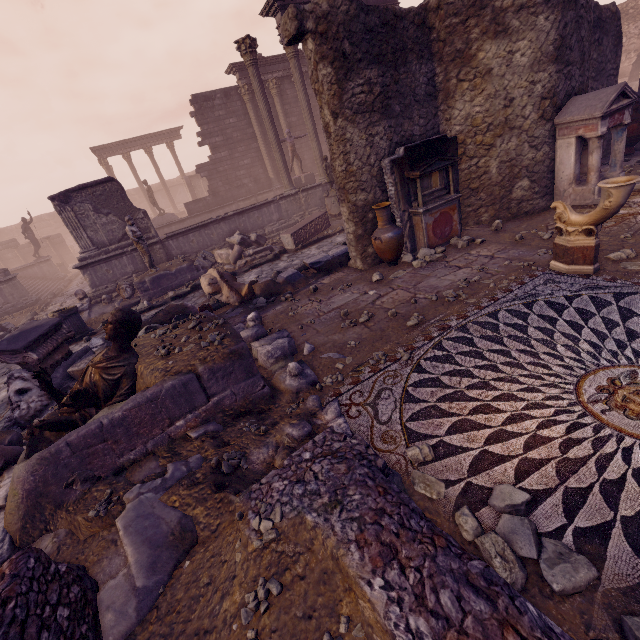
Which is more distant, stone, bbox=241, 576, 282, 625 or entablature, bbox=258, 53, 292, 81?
entablature, bbox=258, 53, 292, 81

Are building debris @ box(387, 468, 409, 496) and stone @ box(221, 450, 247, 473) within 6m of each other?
yes

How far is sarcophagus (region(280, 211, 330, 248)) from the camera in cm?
1146

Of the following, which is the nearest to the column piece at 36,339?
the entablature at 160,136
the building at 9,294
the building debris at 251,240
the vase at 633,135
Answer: the building debris at 251,240

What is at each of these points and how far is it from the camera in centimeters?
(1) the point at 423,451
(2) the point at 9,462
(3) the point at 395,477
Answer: (1) rocks, 277cm
(2) debris pile, 344cm
(3) building debris, 267cm

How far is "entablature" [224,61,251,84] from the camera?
17.16m

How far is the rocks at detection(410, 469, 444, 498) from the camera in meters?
2.5

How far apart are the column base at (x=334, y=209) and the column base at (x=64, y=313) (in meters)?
9.32
